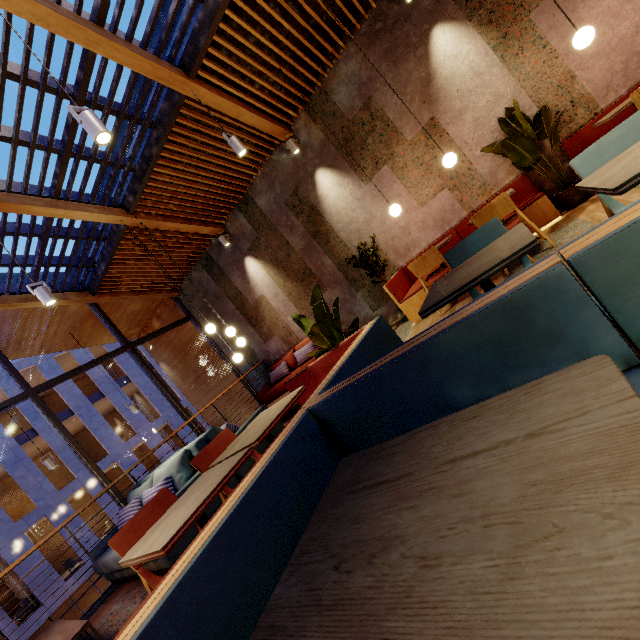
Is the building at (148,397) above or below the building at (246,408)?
above

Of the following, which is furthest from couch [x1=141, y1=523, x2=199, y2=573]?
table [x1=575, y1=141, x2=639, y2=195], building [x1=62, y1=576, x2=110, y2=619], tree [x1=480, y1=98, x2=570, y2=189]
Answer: building [x1=62, y1=576, x2=110, y2=619]

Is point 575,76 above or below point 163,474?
above

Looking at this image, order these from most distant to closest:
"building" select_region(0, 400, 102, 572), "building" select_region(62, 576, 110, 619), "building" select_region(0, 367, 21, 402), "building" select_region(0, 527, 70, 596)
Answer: "building" select_region(62, 576, 110, 619) → "building" select_region(0, 367, 21, 402) → "building" select_region(0, 400, 102, 572) → "building" select_region(0, 527, 70, 596)

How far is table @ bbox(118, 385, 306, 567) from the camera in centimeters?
148cm

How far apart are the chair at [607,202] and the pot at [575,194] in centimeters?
297cm

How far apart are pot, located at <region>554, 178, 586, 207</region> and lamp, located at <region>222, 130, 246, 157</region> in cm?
446

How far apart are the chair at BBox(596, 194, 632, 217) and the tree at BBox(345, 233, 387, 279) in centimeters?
397cm
